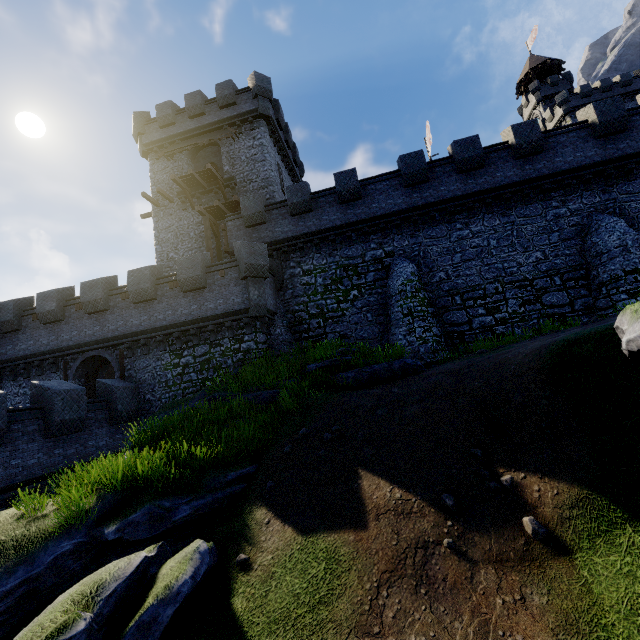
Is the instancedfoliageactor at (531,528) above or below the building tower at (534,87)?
below

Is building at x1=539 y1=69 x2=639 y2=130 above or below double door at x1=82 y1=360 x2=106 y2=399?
above

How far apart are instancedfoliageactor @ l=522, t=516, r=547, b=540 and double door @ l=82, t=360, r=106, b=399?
21.4 meters

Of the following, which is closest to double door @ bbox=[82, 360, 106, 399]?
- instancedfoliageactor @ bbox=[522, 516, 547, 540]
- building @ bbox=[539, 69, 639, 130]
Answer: instancedfoliageactor @ bbox=[522, 516, 547, 540]

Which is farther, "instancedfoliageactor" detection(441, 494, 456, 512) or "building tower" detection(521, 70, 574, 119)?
"building tower" detection(521, 70, 574, 119)

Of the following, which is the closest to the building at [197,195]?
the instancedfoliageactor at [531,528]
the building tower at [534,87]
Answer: the instancedfoliageactor at [531,528]

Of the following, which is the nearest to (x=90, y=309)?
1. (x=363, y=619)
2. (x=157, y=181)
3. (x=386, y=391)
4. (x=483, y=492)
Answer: (x=157, y=181)

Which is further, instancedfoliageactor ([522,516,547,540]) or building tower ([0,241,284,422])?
building tower ([0,241,284,422])
